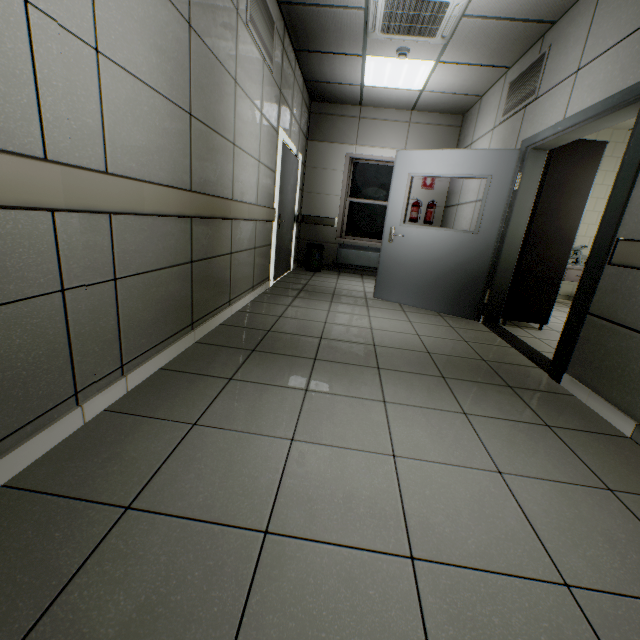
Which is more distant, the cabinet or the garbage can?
the garbage can

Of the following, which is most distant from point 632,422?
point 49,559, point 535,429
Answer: point 49,559

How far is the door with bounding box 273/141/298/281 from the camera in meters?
4.9 m

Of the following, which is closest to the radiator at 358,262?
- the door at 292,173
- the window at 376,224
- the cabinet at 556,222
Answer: the window at 376,224

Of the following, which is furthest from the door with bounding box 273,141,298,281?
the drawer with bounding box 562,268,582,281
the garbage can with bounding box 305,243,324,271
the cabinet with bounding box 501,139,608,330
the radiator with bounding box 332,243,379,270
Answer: the drawer with bounding box 562,268,582,281

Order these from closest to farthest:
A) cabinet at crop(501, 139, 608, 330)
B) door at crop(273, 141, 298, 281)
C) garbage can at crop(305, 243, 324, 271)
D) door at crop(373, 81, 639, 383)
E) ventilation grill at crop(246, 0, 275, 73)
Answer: door at crop(373, 81, 639, 383) < ventilation grill at crop(246, 0, 275, 73) < cabinet at crop(501, 139, 608, 330) < door at crop(273, 141, 298, 281) < garbage can at crop(305, 243, 324, 271)

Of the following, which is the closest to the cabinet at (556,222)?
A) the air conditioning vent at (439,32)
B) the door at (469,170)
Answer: the door at (469,170)

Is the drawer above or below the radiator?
above
